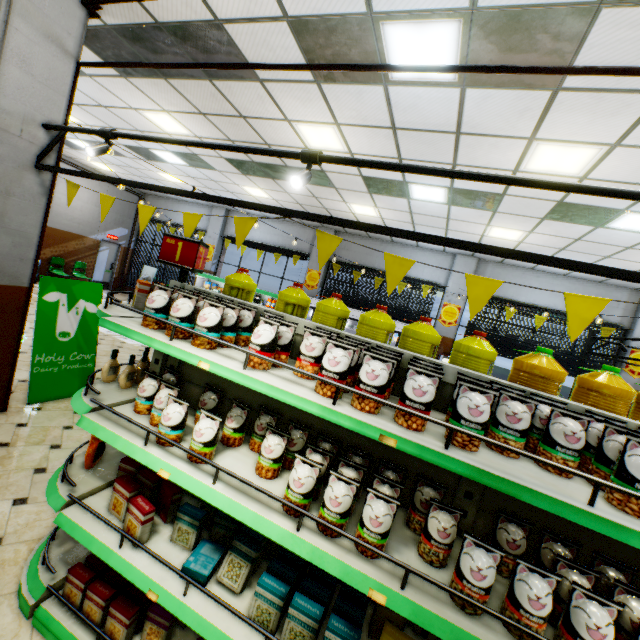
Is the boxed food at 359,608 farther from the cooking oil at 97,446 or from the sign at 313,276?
the sign at 313,276

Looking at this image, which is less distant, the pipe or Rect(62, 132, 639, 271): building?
the pipe

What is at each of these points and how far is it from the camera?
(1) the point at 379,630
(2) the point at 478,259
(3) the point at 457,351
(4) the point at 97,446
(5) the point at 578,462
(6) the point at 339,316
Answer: (1) boxed food, 1.6 meters
(2) building, 10.4 meters
(3) frying oil, 2.0 meters
(4) cooking oil, 2.3 meters
(5) packaged food, 1.4 meters
(6) frying oil, 2.3 meters

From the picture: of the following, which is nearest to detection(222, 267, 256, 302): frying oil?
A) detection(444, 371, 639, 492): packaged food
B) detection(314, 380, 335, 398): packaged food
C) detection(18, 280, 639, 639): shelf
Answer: detection(18, 280, 639, 639): shelf

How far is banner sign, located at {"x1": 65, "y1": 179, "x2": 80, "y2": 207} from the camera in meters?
3.3 m

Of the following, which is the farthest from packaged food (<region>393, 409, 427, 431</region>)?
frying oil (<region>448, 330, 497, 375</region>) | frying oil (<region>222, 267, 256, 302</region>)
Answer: frying oil (<region>222, 267, 256, 302</region>)

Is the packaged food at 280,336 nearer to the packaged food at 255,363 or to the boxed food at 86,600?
the packaged food at 255,363

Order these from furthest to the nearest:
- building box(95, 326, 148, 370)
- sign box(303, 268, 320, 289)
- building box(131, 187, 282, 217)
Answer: building box(131, 187, 282, 217), sign box(303, 268, 320, 289), building box(95, 326, 148, 370)
